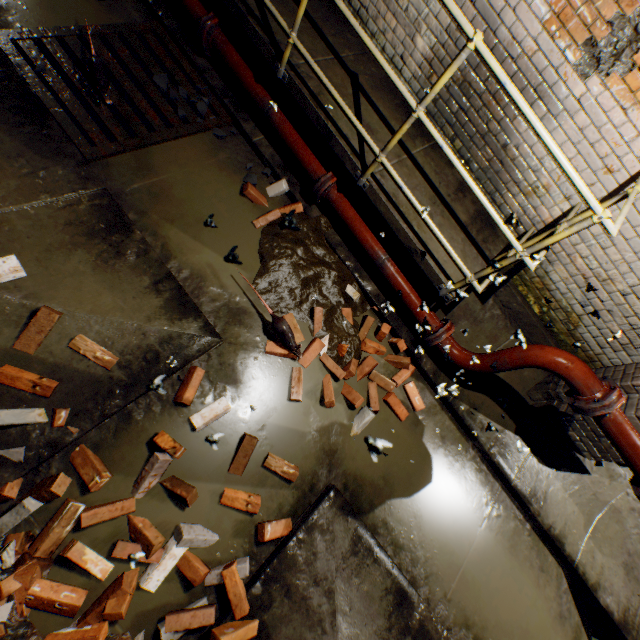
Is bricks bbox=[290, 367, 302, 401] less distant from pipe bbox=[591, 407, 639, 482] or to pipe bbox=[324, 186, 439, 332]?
pipe bbox=[324, 186, 439, 332]

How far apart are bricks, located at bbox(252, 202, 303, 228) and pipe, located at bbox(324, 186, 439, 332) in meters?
0.3

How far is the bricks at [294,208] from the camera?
3.4m

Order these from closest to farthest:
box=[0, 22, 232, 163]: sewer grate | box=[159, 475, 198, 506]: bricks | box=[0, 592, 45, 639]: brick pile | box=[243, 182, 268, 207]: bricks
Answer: box=[0, 592, 45, 639]: brick pile → box=[159, 475, 198, 506]: bricks → box=[0, 22, 232, 163]: sewer grate → box=[243, 182, 268, 207]: bricks

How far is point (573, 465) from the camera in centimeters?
384cm

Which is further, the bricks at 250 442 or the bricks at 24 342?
the bricks at 250 442

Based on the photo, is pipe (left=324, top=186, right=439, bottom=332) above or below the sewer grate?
above

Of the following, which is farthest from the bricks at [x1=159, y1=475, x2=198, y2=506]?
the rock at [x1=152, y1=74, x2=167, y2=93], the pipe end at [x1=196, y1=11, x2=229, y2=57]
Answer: the pipe end at [x1=196, y1=11, x2=229, y2=57]
